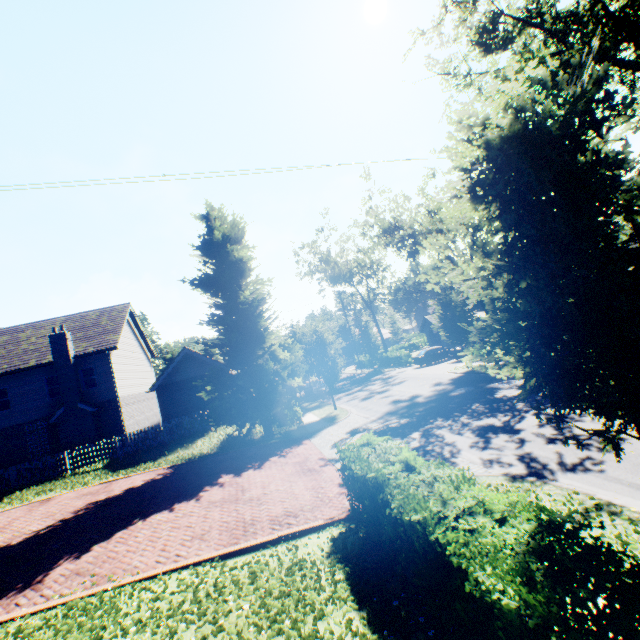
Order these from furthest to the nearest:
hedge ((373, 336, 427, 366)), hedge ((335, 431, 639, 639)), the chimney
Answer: hedge ((373, 336, 427, 366)) < the chimney < hedge ((335, 431, 639, 639))

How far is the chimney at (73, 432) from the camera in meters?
20.6

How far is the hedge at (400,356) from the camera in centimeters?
3766cm

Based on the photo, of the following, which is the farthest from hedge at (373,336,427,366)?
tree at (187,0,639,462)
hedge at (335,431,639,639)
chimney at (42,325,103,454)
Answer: hedge at (335,431,639,639)

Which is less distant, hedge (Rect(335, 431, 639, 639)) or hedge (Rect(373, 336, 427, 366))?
hedge (Rect(335, 431, 639, 639))

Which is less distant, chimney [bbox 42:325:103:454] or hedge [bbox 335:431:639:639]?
hedge [bbox 335:431:639:639]

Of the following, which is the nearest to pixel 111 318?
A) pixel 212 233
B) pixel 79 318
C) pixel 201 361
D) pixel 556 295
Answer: pixel 79 318

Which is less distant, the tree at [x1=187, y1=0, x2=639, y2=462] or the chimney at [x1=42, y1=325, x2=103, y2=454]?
the tree at [x1=187, y1=0, x2=639, y2=462]
